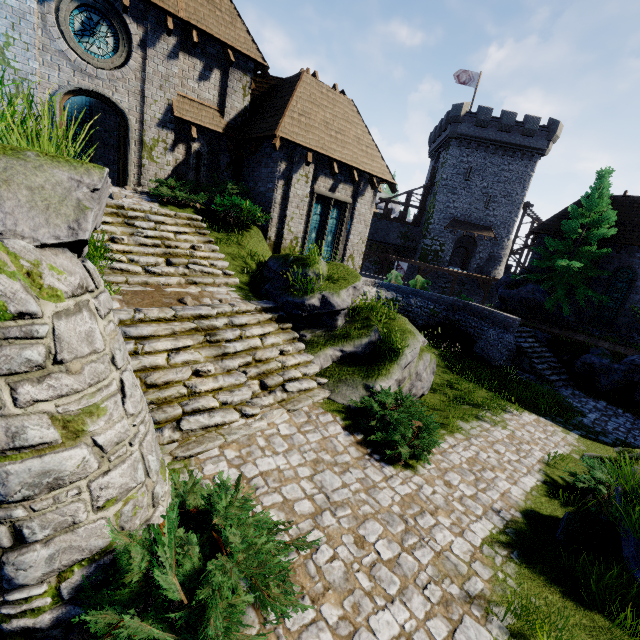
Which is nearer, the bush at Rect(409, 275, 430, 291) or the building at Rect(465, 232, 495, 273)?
the bush at Rect(409, 275, 430, 291)

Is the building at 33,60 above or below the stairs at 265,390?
above

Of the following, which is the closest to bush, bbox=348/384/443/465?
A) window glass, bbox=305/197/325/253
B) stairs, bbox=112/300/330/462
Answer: stairs, bbox=112/300/330/462

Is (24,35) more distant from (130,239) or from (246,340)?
(246,340)

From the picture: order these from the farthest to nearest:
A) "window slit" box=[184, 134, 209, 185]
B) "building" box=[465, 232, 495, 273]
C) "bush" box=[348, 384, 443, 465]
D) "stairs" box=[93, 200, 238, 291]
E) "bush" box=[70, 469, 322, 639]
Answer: "building" box=[465, 232, 495, 273] → "window slit" box=[184, 134, 209, 185] → "stairs" box=[93, 200, 238, 291] → "bush" box=[348, 384, 443, 465] → "bush" box=[70, 469, 322, 639]

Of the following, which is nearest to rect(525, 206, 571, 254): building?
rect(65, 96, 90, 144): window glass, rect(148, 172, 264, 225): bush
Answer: rect(148, 172, 264, 225): bush

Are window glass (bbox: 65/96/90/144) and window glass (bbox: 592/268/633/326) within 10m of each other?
no

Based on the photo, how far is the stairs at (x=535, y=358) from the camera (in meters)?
15.98
